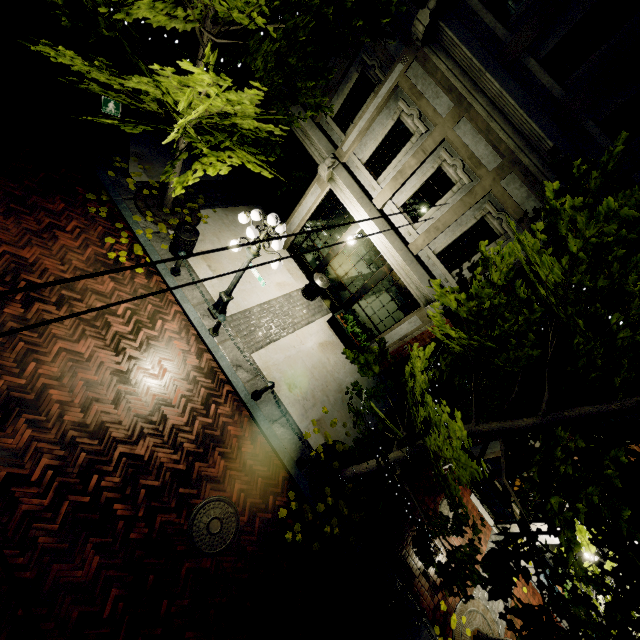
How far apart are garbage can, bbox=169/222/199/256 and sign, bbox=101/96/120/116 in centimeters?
299cm

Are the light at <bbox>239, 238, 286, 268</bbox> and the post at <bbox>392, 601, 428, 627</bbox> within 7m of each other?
no

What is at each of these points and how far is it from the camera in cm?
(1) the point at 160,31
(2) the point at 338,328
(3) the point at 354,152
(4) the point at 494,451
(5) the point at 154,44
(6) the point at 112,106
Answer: (1) awning, 852
(2) planter, 1062
(3) building, 891
(4) building, 951
(5) building, 1280
(6) sign, 800

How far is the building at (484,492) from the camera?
10.2 meters

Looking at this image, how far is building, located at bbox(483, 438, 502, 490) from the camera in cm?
927

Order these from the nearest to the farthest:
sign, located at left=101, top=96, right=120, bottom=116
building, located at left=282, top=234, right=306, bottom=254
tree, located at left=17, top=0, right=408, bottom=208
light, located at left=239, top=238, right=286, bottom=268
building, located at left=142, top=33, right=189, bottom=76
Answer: tree, located at left=17, top=0, right=408, bottom=208
light, located at left=239, top=238, right=286, bottom=268
sign, located at left=101, top=96, right=120, bottom=116
building, located at left=282, top=234, right=306, bottom=254
building, located at left=142, top=33, right=189, bottom=76

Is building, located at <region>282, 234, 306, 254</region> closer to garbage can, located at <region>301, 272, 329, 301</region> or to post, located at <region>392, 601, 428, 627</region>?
garbage can, located at <region>301, 272, 329, 301</region>

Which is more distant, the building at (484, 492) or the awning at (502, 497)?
the building at (484, 492)
